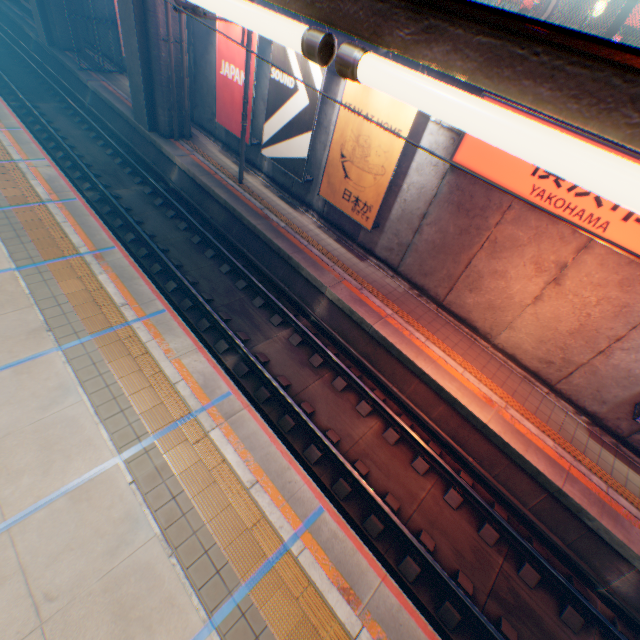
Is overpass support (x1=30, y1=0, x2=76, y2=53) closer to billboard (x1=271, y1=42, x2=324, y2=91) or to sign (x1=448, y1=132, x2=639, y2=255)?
billboard (x1=271, y1=42, x2=324, y2=91)

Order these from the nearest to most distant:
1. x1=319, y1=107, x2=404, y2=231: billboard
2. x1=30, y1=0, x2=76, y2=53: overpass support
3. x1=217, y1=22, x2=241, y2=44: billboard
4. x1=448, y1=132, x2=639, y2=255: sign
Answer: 1. x1=448, y1=132, x2=639, y2=255: sign
2. x1=319, y1=107, x2=404, y2=231: billboard
3. x1=217, y1=22, x2=241, y2=44: billboard
4. x1=30, y1=0, x2=76, y2=53: overpass support

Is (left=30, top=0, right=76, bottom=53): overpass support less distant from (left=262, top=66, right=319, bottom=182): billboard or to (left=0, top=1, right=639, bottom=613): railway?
(left=0, top=1, right=639, bottom=613): railway

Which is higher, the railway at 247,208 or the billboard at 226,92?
the billboard at 226,92

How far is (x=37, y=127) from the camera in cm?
1561

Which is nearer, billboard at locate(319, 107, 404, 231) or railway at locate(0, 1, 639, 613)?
railway at locate(0, 1, 639, 613)

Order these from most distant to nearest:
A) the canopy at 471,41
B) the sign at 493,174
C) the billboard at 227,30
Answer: the billboard at 227,30 → the sign at 493,174 → the canopy at 471,41

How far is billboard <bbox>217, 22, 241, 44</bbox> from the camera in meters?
11.8
